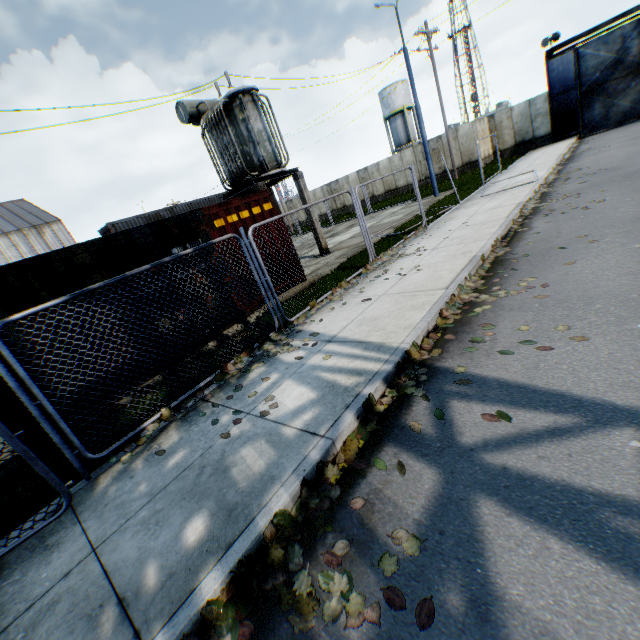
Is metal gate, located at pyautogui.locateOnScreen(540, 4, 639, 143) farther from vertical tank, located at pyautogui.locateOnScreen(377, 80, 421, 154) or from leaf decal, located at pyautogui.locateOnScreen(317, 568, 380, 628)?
leaf decal, located at pyautogui.locateOnScreen(317, 568, 380, 628)

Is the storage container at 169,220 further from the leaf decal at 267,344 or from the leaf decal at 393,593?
the leaf decal at 393,593

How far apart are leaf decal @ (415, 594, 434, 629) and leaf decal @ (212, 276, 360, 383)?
1.7 meters

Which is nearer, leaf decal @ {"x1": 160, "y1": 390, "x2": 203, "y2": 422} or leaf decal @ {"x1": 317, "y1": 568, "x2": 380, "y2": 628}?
leaf decal @ {"x1": 317, "y1": 568, "x2": 380, "y2": 628}

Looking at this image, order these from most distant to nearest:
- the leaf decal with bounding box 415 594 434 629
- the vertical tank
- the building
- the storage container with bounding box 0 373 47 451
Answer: the vertical tank → the building → the storage container with bounding box 0 373 47 451 → the leaf decal with bounding box 415 594 434 629

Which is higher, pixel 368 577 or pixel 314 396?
pixel 314 396

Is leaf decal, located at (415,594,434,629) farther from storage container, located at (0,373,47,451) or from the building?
the building

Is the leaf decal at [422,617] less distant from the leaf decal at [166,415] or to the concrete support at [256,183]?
the leaf decal at [166,415]
